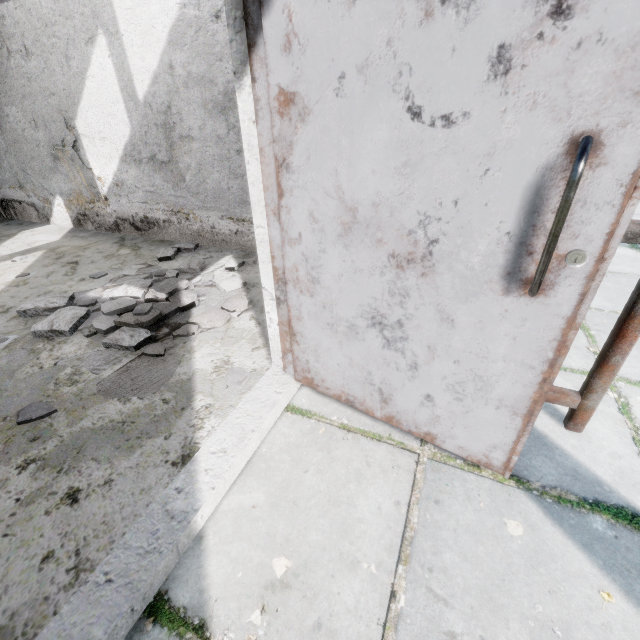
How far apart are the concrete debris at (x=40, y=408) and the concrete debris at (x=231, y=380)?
0.92m

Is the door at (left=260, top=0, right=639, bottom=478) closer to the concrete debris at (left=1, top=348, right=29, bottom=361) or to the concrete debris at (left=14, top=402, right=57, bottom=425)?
the concrete debris at (left=1, top=348, right=29, bottom=361)

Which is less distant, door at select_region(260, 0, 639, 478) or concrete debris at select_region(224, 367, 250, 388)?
door at select_region(260, 0, 639, 478)

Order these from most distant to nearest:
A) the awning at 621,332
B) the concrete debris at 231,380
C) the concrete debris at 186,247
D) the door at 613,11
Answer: the concrete debris at 186,247, the concrete debris at 231,380, the awning at 621,332, the door at 613,11

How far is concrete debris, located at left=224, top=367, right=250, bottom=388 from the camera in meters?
1.9 m

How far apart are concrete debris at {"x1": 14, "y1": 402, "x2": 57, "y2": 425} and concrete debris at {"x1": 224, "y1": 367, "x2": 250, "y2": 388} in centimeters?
92cm

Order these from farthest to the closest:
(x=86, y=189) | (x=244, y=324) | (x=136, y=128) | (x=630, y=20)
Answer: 1. (x=86, y=189)
2. (x=136, y=128)
3. (x=244, y=324)
4. (x=630, y=20)

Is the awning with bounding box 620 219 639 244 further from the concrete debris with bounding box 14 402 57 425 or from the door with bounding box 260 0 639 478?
the concrete debris with bounding box 14 402 57 425
